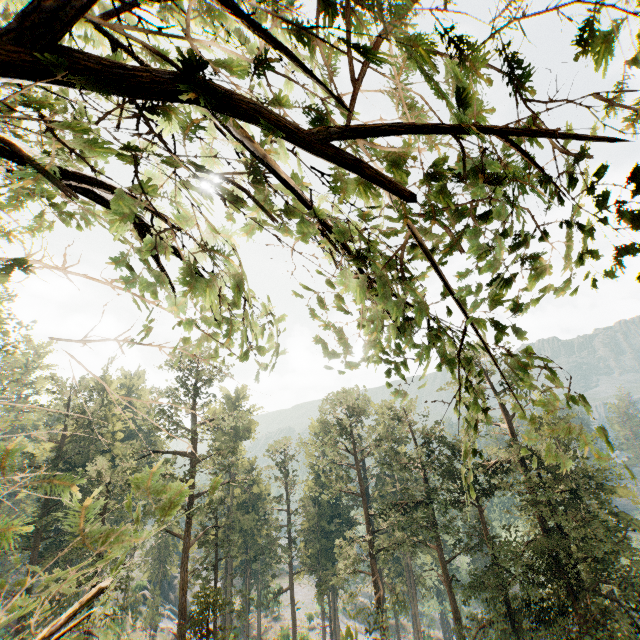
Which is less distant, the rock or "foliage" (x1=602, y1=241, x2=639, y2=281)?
"foliage" (x1=602, y1=241, x2=639, y2=281)

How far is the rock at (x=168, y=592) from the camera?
56.11m

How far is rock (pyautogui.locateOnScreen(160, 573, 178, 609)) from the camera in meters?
56.1 m

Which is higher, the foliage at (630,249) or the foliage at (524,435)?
the foliage at (630,249)

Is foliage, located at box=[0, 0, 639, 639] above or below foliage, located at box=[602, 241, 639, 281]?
below

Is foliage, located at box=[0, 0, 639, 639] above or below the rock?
above

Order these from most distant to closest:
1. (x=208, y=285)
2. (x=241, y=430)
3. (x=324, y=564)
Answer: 1. (x=241, y=430)
2. (x=324, y=564)
3. (x=208, y=285)
